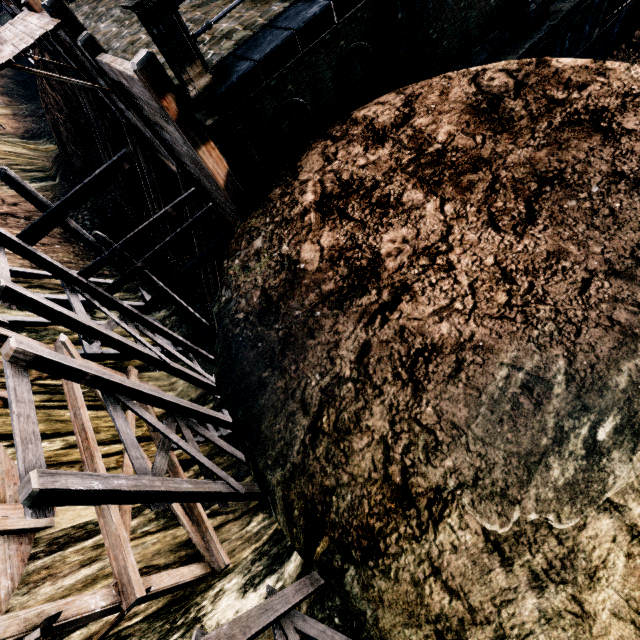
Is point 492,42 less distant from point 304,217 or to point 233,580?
point 304,217

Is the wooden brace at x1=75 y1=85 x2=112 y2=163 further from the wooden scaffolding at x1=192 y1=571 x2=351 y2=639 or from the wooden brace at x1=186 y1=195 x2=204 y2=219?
the wooden scaffolding at x1=192 y1=571 x2=351 y2=639

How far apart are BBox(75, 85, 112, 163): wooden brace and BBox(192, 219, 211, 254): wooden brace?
10.00m

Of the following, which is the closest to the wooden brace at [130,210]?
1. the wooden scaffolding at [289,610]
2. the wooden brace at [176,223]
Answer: the wooden brace at [176,223]

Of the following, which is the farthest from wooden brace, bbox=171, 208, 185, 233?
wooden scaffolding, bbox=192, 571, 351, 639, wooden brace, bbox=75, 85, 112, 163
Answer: wooden scaffolding, bbox=192, 571, 351, 639

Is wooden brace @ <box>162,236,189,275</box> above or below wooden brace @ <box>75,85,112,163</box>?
below

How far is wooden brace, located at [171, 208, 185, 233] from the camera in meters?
17.2

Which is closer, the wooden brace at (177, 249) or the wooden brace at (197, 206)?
the wooden brace at (197, 206)
